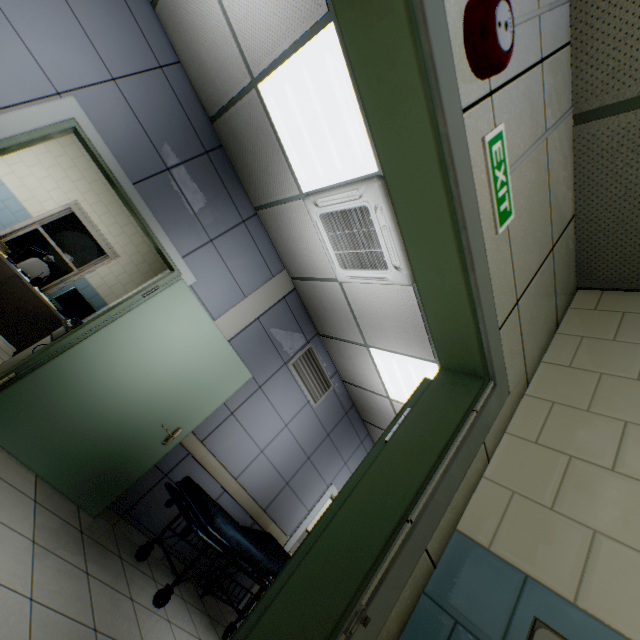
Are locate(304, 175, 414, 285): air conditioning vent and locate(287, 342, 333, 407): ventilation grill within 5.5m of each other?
yes

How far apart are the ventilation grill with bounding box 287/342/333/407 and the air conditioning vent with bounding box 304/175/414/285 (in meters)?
1.45

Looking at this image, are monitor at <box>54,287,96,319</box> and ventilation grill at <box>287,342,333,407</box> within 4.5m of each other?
yes

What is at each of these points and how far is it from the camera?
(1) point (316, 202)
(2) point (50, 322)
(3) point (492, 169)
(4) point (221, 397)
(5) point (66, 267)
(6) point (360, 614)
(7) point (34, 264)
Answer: (1) air conditioning vent, 3.1 meters
(2) table, 5.1 meters
(3) exit sign, 1.1 meters
(4) door, 3.8 meters
(5) window, 6.9 meters
(6) switch, 0.9 meters
(7) chair, 5.9 meters

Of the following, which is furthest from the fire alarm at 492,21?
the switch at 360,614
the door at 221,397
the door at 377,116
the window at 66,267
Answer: the window at 66,267

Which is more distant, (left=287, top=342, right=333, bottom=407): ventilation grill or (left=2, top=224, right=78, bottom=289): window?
(left=2, top=224, right=78, bottom=289): window

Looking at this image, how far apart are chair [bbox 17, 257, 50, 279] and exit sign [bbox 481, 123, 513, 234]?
7.54m

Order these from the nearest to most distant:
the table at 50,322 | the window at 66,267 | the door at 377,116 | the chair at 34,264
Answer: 1. the door at 377,116
2. the table at 50,322
3. the chair at 34,264
4. the window at 66,267
